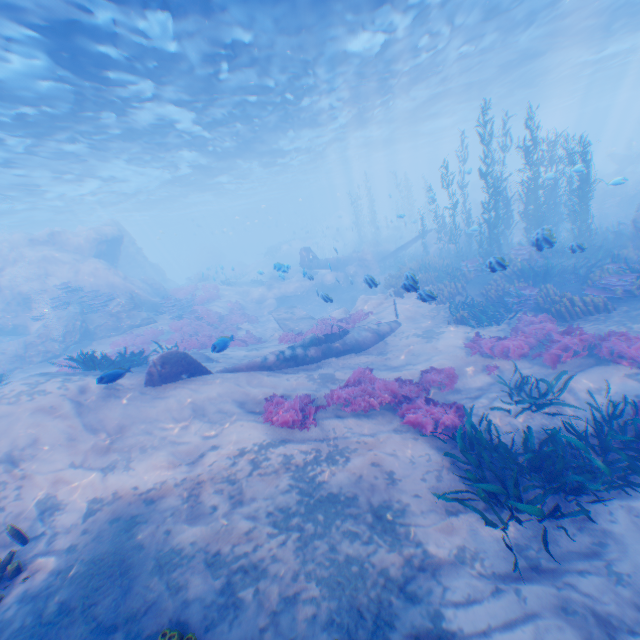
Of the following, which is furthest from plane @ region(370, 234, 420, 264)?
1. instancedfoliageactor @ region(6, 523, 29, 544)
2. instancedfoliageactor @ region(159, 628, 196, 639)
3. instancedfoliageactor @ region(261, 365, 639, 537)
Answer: instancedfoliageactor @ region(159, 628, 196, 639)

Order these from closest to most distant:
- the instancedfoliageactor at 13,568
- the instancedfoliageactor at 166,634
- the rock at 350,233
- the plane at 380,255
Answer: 1. the instancedfoliageactor at 166,634
2. the instancedfoliageactor at 13,568
3. the plane at 380,255
4. the rock at 350,233

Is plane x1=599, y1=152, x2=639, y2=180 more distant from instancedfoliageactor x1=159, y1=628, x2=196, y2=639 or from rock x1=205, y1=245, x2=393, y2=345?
instancedfoliageactor x1=159, y1=628, x2=196, y2=639

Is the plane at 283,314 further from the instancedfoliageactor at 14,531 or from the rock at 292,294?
the instancedfoliageactor at 14,531

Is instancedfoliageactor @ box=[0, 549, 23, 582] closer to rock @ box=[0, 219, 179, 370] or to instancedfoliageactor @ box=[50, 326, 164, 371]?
rock @ box=[0, 219, 179, 370]

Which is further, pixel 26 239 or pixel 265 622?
pixel 26 239

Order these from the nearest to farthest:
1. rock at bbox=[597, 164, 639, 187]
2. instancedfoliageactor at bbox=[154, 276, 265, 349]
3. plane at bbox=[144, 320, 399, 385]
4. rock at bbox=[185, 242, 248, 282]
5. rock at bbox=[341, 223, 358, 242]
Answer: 1. plane at bbox=[144, 320, 399, 385]
2. rock at bbox=[597, 164, 639, 187]
3. instancedfoliageactor at bbox=[154, 276, 265, 349]
4. rock at bbox=[185, 242, 248, 282]
5. rock at bbox=[341, 223, 358, 242]

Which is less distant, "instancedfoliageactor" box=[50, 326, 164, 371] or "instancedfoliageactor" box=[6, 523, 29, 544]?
"instancedfoliageactor" box=[6, 523, 29, 544]
